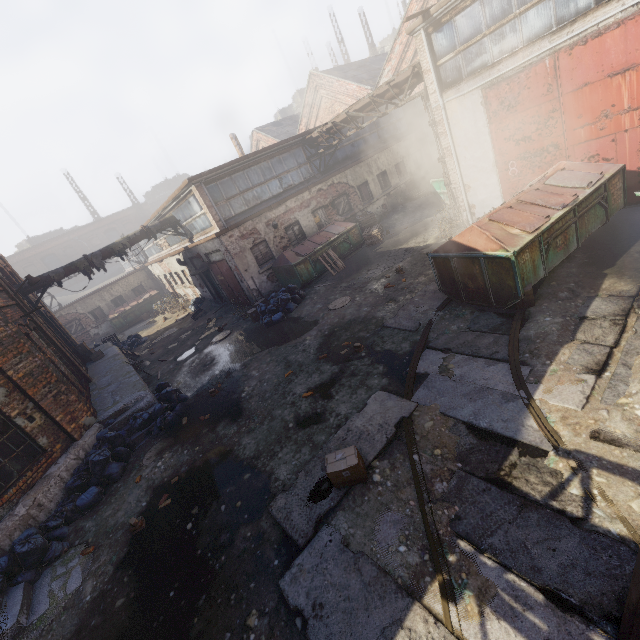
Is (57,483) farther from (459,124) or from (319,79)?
(319,79)

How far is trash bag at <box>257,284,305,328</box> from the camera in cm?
1261

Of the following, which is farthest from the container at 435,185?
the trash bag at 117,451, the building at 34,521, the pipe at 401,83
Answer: the trash bag at 117,451

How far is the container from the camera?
16.36m

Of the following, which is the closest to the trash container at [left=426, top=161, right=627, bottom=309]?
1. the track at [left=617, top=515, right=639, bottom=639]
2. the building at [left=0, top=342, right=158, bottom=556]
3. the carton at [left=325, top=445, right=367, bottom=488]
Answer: the track at [left=617, top=515, right=639, bottom=639]

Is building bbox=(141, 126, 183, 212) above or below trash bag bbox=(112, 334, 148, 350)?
above

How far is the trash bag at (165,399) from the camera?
9.1m

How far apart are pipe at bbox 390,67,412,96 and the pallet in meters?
4.2
